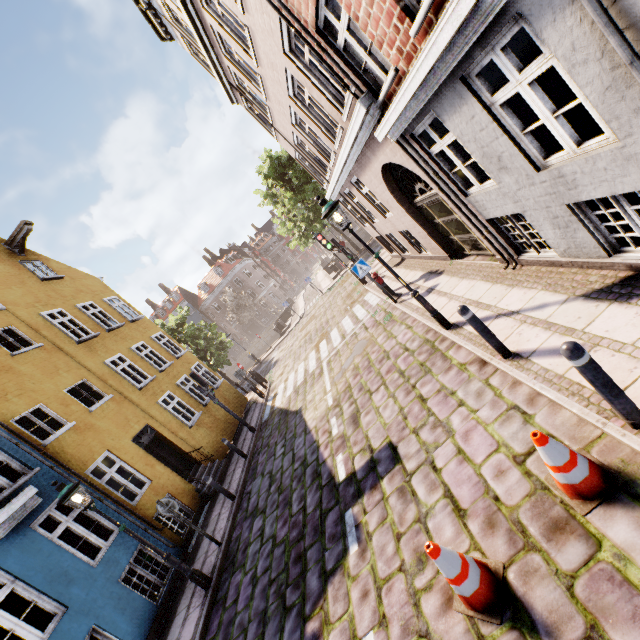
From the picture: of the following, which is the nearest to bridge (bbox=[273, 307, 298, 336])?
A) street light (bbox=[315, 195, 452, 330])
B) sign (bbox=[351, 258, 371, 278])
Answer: sign (bbox=[351, 258, 371, 278])

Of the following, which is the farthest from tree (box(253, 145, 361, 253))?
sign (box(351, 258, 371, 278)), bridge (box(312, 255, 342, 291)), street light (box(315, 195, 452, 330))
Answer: street light (box(315, 195, 452, 330))

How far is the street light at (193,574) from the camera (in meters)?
6.44

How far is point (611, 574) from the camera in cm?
252

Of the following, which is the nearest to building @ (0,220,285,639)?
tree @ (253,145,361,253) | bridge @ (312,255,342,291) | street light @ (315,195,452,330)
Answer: street light @ (315,195,452,330)

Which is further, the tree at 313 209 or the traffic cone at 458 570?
the tree at 313 209

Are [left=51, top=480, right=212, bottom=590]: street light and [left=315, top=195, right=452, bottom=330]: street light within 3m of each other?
no

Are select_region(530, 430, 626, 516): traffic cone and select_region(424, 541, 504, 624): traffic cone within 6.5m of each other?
yes
